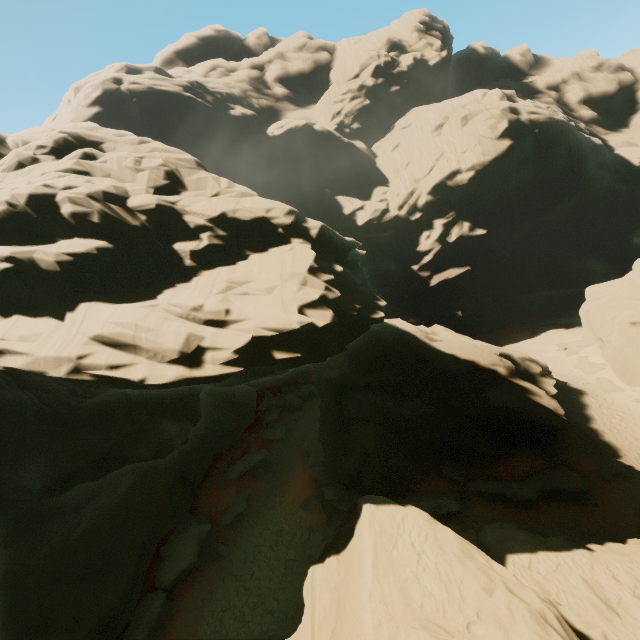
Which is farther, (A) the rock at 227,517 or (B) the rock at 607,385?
(B) the rock at 607,385

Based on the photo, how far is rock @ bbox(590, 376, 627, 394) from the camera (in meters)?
27.70

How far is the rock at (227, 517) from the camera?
21.6 meters

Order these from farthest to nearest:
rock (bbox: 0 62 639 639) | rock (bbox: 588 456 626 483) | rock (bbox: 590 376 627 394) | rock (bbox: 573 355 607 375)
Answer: rock (bbox: 573 355 607 375), rock (bbox: 590 376 627 394), rock (bbox: 588 456 626 483), rock (bbox: 0 62 639 639)

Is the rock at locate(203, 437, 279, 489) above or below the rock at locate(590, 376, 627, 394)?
below

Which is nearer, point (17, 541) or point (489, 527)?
point (489, 527)
